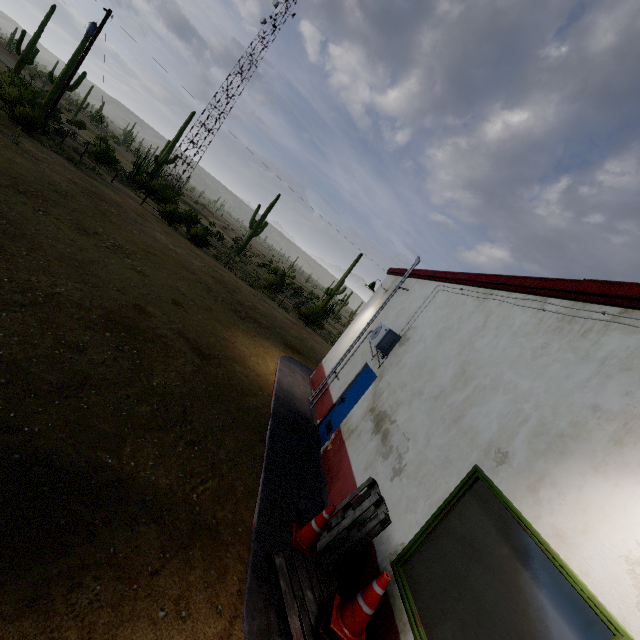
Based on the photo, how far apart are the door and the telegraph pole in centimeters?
2681cm

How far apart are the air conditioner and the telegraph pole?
26.51m

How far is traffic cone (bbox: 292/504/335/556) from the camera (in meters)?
4.46

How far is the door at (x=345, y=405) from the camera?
7.6 meters

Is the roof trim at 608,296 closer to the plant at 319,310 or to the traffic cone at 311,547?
the traffic cone at 311,547

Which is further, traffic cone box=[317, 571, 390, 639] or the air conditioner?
the air conditioner

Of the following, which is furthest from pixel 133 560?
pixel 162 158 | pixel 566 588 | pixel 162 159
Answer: pixel 162 158

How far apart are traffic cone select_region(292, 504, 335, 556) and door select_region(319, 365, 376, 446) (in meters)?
2.66
